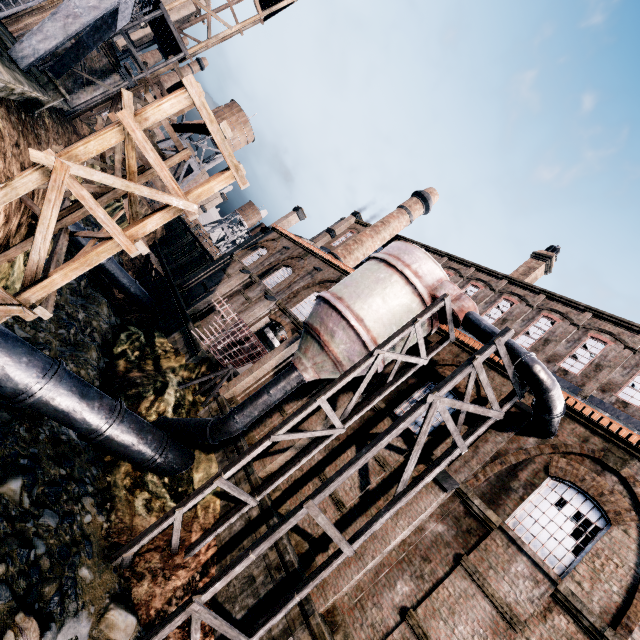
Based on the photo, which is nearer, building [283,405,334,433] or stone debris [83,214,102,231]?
building [283,405,334,433]

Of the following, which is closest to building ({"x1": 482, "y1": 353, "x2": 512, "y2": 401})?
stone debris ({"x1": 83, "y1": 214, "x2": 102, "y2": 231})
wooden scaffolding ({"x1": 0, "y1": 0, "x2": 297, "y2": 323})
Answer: stone debris ({"x1": 83, "y1": 214, "x2": 102, "y2": 231})

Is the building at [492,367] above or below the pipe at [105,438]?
above

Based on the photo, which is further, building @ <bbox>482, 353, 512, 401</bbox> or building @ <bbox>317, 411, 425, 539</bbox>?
building @ <bbox>482, 353, 512, 401</bbox>

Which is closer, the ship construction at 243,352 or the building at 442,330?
the building at 442,330

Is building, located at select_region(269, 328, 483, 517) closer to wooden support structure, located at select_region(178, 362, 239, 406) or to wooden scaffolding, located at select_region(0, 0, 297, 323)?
wooden support structure, located at select_region(178, 362, 239, 406)

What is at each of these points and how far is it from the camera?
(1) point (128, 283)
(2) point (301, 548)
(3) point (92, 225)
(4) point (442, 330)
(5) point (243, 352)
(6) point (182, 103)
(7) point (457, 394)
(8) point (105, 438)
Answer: (1) pipe, 29.55m
(2) building, 13.03m
(3) stone debris, 35.00m
(4) building, 17.77m
(5) ship construction, 22.38m
(6) wooden scaffolding, 8.34m
(7) building, 15.24m
(8) pipe, 12.76m

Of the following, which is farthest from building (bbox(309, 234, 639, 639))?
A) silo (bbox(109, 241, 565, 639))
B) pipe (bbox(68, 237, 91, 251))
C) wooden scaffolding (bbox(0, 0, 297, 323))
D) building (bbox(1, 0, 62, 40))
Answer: building (bbox(1, 0, 62, 40))
